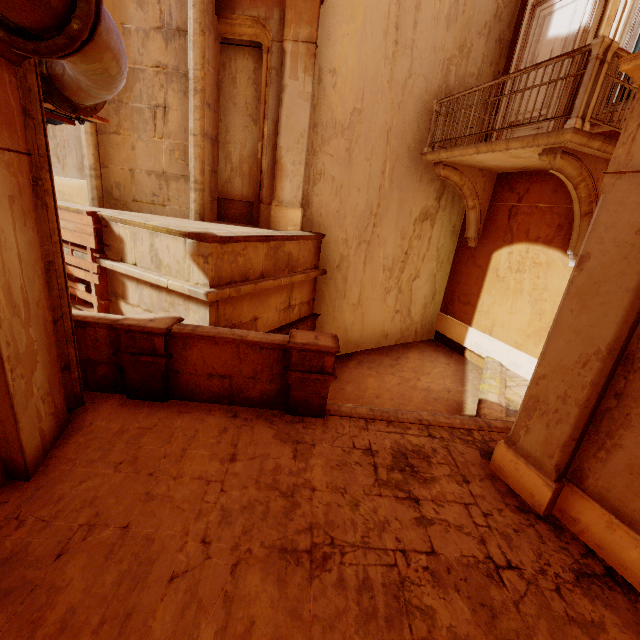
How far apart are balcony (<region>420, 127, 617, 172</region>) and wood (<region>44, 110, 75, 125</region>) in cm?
670

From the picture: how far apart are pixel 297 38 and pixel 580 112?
5.43m

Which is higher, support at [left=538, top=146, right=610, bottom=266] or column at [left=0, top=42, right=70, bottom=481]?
support at [left=538, top=146, right=610, bottom=266]

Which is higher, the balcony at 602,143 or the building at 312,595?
the balcony at 602,143

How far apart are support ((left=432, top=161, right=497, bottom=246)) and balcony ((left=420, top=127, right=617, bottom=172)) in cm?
16

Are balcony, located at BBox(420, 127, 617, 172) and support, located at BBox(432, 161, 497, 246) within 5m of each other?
yes

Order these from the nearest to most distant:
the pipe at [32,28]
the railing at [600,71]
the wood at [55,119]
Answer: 1. the pipe at [32,28]
2. the wood at [55,119]
3. the railing at [600,71]

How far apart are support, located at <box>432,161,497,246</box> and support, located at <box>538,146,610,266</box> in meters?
2.3
